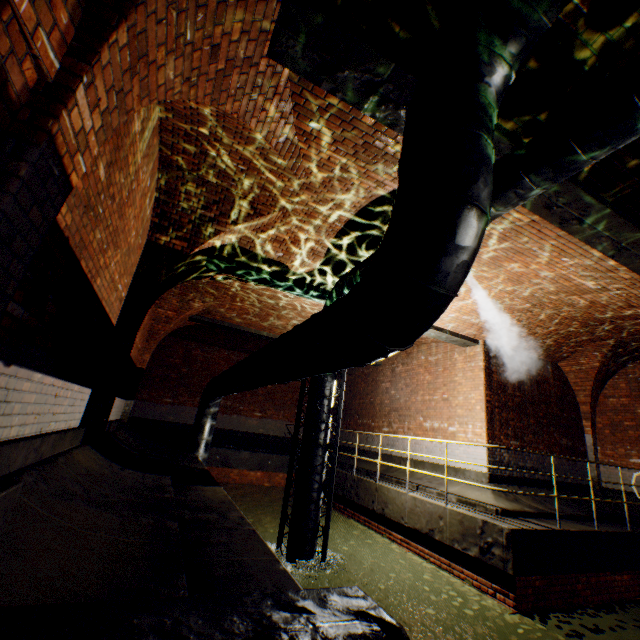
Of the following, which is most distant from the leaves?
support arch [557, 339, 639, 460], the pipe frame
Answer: support arch [557, 339, 639, 460]

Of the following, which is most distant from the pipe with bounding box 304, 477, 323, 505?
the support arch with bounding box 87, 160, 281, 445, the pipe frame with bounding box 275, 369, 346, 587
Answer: the support arch with bounding box 87, 160, 281, 445

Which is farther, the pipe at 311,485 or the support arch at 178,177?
the pipe at 311,485

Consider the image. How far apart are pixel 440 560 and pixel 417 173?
7.73m

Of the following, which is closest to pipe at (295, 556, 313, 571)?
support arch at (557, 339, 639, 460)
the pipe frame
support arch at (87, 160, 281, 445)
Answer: the pipe frame

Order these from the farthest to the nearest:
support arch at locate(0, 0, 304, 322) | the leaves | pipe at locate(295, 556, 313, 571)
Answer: pipe at locate(295, 556, 313, 571) < the leaves < support arch at locate(0, 0, 304, 322)

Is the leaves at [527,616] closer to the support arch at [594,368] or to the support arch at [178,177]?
the support arch at [594,368]

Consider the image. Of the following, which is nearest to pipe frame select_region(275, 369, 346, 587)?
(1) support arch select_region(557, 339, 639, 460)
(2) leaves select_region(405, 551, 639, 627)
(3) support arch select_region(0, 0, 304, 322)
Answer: (2) leaves select_region(405, 551, 639, 627)
